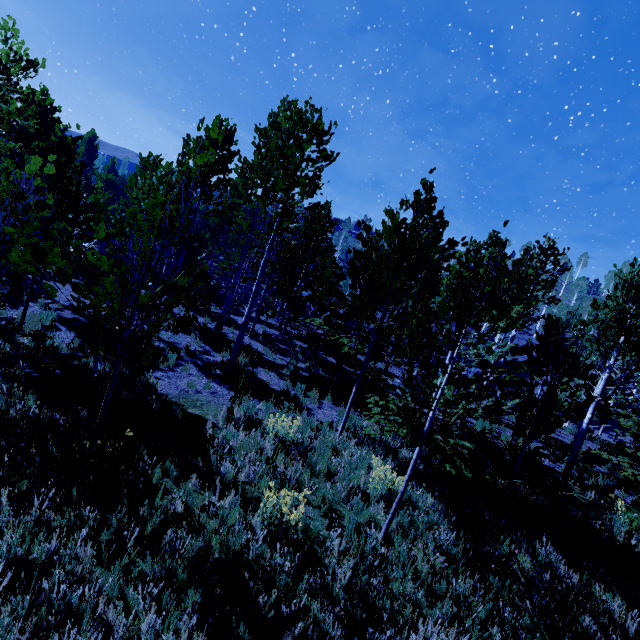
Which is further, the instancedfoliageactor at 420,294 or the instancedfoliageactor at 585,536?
the instancedfoliageactor at 585,536

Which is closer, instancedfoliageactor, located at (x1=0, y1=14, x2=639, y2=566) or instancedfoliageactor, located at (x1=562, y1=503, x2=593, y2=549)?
instancedfoliageactor, located at (x1=0, y1=14, x2=639, y2=566)

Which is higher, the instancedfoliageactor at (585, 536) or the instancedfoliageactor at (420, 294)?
the instancedfoliageactor at (420, 294)

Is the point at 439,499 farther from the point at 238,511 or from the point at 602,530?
the point at 238,511

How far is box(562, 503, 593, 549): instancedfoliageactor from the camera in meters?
6.2 m

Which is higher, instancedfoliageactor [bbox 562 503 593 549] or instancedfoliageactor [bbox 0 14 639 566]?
instancedfoliageactor [bbox 0 14 639 566]
